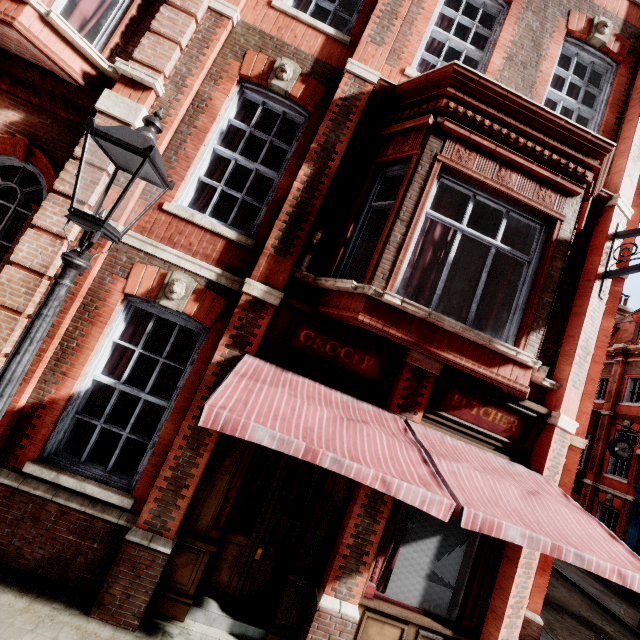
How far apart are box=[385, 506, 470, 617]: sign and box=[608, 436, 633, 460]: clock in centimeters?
1563cm

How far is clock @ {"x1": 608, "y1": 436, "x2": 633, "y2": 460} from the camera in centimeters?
1509cm

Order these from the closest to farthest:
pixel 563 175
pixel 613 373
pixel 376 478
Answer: pixel 376 478
pixel 563 175
pixel 613 373

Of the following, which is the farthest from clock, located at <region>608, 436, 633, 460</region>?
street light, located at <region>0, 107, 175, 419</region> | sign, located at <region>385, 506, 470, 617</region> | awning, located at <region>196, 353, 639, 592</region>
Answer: street light, located at <region>0, 107, 175, 419</region>

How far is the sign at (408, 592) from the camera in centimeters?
475cm

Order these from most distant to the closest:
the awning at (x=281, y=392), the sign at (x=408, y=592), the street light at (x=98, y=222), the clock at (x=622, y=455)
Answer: the clock at (x=622, y=455)
the sign at (x=408, y=592)
the awning at (x=281, y=392)
the street light at (x=98, y=222)

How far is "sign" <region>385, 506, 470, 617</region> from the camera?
4.75m

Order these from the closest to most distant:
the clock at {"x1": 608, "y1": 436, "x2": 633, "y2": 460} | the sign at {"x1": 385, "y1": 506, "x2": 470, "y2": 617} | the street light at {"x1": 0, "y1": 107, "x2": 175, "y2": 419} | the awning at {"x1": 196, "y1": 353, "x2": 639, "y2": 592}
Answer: the street light at {"x1": 0, "y1": 107, "x2": 175, "y2": 419} → the awning at {"x1": 196, "y1": 353, "x2": 639, "y2": 592} → the sign at {"x1": 385, "y1": 506, "x2": 470, "y2": 617} → the clock at {"x1": 608, "y1": 436, "x2": 633, "y2": 460}
